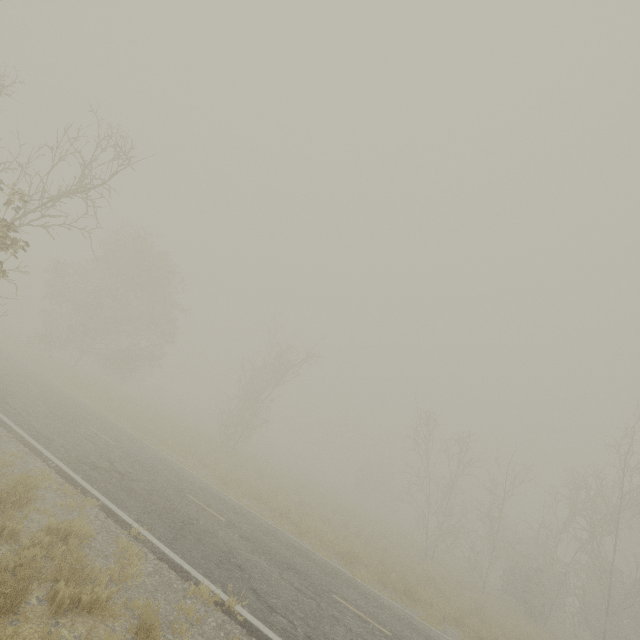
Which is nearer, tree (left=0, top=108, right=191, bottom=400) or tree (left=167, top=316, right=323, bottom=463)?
tree (left=0, top=108, right=191, bottom=400)

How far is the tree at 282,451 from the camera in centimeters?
2725cm

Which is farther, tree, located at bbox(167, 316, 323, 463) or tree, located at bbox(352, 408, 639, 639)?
tree, located at bbox(167, 316, 323, 463)

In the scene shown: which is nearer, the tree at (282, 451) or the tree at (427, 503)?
the tree at (427, 503)

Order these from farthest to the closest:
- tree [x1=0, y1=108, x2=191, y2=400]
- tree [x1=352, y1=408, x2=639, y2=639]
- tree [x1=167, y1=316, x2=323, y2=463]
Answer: tree [x1=167, y1=316, x2=323, y2=463] → tree [x1=352, y1=408, x2=639, y2=639] → tree [x1=0, y1=108, x2=191, y2=400]

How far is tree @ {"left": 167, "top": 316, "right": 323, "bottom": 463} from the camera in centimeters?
2725cm

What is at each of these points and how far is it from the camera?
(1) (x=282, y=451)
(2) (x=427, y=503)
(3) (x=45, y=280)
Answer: (1) tree, 56.2 meters
(2) tree, 28.7 meters
(3) tree, 27.2 meters
